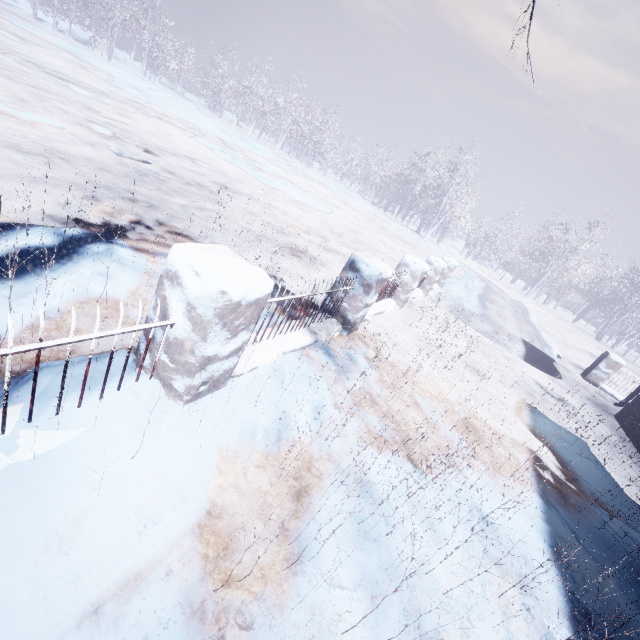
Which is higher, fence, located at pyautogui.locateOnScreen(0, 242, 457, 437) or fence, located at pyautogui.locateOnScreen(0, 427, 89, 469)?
fence, located at pyautogui.locateOnScreen(0, 242, 457, 437)

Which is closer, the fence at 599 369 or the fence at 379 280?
the fence at 379 280

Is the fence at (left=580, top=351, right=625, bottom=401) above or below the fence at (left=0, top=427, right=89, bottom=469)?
above

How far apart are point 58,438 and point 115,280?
1.59m

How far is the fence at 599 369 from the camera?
8.4m

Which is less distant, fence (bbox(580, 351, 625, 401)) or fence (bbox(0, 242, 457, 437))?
fence (bbox(0, 242, 457, 437))

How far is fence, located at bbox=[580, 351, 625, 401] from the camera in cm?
844
